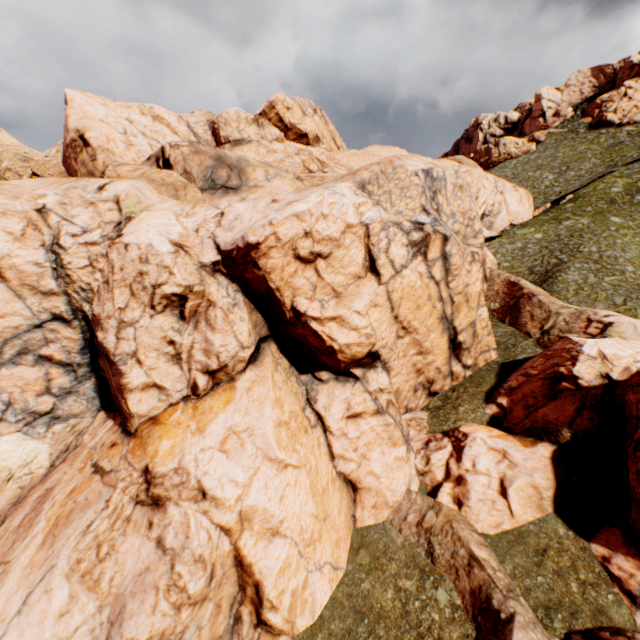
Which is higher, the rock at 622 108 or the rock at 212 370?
the rock at 622 108

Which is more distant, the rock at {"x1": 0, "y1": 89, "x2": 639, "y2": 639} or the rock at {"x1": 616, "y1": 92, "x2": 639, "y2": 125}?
the rock at {"x1": 616, "y1": 92, "x2": 639, "y2": 125}

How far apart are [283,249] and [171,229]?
7.0m

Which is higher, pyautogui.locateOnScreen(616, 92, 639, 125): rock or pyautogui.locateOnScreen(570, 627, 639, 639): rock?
pyautogui.locateOnScreen(616, 92, 639, 125): rock

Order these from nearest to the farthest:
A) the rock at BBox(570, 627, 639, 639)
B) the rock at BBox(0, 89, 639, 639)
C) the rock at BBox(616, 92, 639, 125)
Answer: the rock at BBox(570, 627, 639, 639) < the rock at BBox(0, 89, 639, 639) < the rock at BBox(616, 92, 639, 125)
